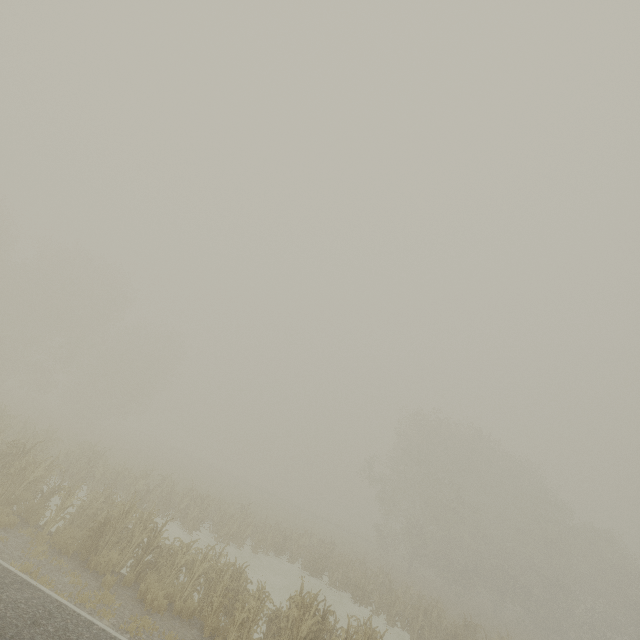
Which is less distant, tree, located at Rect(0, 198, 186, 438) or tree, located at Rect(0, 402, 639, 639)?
tree, located at Rect(0, 402, 639, 639)

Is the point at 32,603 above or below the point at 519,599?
below

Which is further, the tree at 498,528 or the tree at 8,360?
the tree at 8,360
